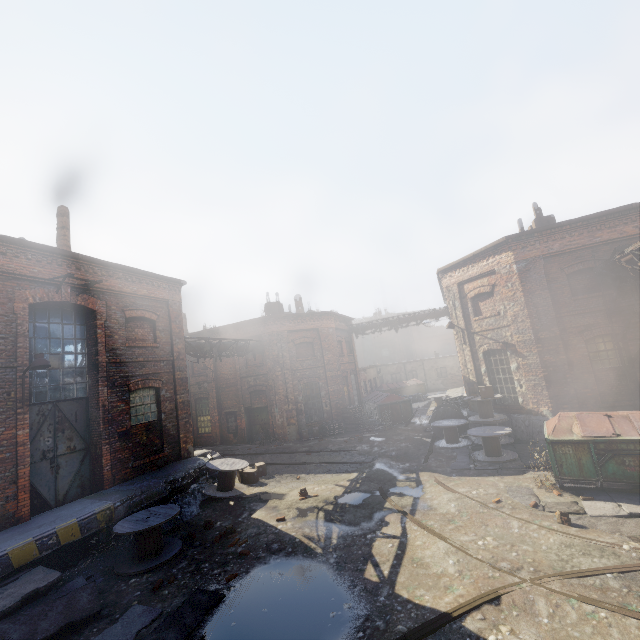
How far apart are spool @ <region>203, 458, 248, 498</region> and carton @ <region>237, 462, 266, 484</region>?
0.2m

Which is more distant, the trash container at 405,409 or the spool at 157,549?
the trash container at 405,409

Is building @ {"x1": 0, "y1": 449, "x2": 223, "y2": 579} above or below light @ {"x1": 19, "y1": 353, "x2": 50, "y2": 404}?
below

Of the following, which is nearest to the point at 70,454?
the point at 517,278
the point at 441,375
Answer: the point at 517,278

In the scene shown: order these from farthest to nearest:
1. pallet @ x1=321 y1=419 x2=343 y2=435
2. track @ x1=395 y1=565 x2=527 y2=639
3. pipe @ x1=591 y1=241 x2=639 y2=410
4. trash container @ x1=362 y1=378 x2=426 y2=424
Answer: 1. trash container @ x1=362 y1=378 x2=426 y2=424
2. pallet @ x1=321 y1=419 x2=343 y2=435
3. pipe @ x1=591 y1=241 x2=639 y2=410
4. track @ x1=395 y1=565 x2=527 y2=639

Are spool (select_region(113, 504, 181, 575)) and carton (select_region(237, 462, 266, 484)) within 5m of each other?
yes

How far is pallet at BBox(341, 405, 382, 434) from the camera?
19.2 meters

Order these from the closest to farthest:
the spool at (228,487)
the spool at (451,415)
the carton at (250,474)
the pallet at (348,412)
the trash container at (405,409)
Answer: the spool at (228,487)
the carton at (250,474)
the spool at (451,415)
the pallet at (348,412)
the trash container at (405,409)
